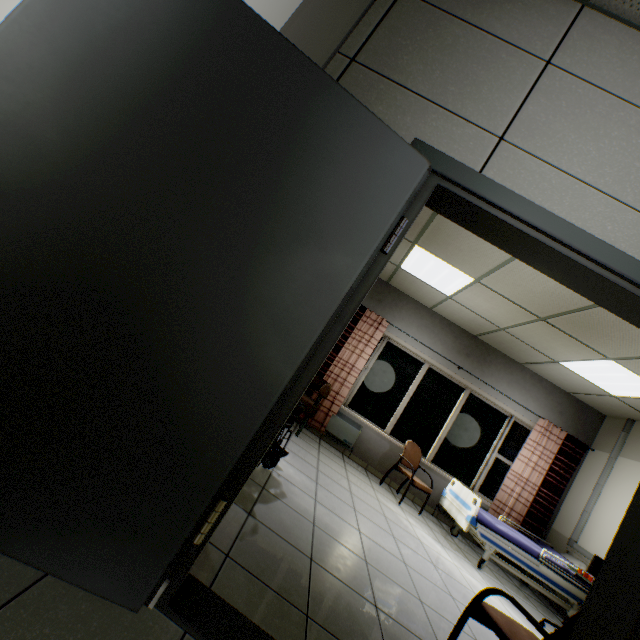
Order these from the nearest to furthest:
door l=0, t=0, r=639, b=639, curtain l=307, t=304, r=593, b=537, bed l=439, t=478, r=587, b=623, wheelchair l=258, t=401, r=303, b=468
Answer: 1. door l=0, t=0, r=639, b=639
2. wheelchair l=258, t=401, r=303, b=468
3. bed l=439, t=478, r=587, b=623
4. curtain l=307, t=304, r=593, b=537

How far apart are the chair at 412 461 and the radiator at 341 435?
0.7m

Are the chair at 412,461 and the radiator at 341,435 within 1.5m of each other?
yes

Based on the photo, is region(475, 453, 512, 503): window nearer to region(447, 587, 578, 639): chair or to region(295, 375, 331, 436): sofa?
region(295, 375, 331, 436): sofa

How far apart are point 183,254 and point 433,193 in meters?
1.2

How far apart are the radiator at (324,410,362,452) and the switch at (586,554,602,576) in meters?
4.7 m

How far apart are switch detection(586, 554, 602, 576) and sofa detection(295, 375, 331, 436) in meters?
3.9

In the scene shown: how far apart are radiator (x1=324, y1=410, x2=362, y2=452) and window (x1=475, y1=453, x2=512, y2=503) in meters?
2.4
